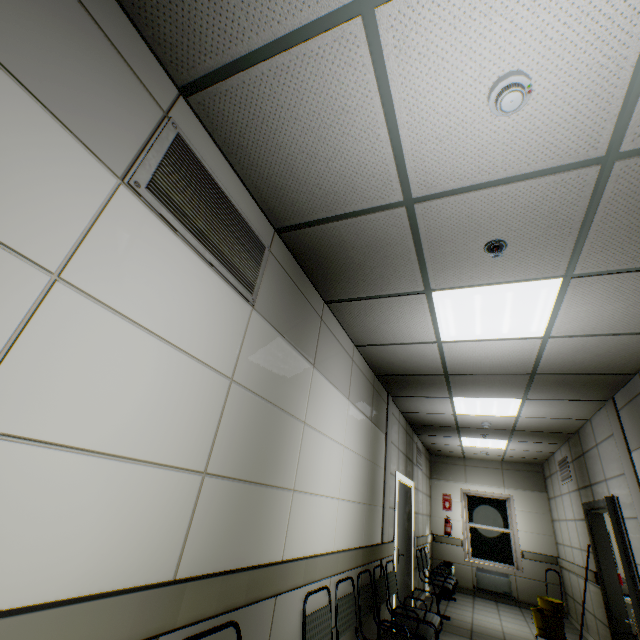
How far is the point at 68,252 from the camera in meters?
1.1 m

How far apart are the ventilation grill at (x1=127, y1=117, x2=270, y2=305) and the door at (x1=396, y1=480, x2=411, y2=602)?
5.0m

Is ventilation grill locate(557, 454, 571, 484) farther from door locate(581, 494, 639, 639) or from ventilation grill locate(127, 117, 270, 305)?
ventilation grill locate(127, 117, 270, 305)

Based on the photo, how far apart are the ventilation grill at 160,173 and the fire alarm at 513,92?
1.5 meters

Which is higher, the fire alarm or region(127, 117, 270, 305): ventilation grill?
the fire alarm

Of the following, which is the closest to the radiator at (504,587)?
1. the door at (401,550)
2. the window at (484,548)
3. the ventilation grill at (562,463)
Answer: the window at (484,548)

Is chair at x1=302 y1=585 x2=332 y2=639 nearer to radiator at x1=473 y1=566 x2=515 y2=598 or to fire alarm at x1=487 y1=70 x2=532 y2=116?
fire alarm at x1=487 y1=70 x2=532 y2=116

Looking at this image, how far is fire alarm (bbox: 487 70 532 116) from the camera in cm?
137
